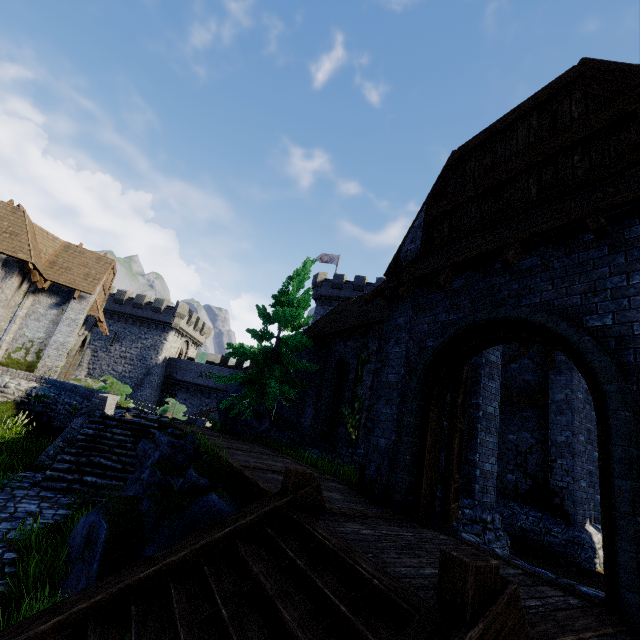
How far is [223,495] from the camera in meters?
5.2

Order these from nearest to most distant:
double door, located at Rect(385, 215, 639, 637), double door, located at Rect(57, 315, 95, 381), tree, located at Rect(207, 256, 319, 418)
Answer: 1. double door, located at Rect(385, 215, 639, 637)
2. tree, located at Rect(207, 256, 319, 418)
3. double door, located at Rect(57, 315, 95, 381)

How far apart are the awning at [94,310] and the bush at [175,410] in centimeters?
647cm

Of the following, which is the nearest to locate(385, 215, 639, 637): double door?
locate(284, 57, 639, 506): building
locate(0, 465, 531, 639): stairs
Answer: locate(284, 57, 639, 506): building

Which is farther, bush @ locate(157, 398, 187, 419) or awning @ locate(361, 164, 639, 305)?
bush @ locate(157, 398, 187, 419)

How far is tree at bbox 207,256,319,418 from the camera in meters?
14.4

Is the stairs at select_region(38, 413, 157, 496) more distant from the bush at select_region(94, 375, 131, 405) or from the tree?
the bush at select_region(94, 375, 131, 405)

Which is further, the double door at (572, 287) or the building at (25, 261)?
the building at (25, 261)
